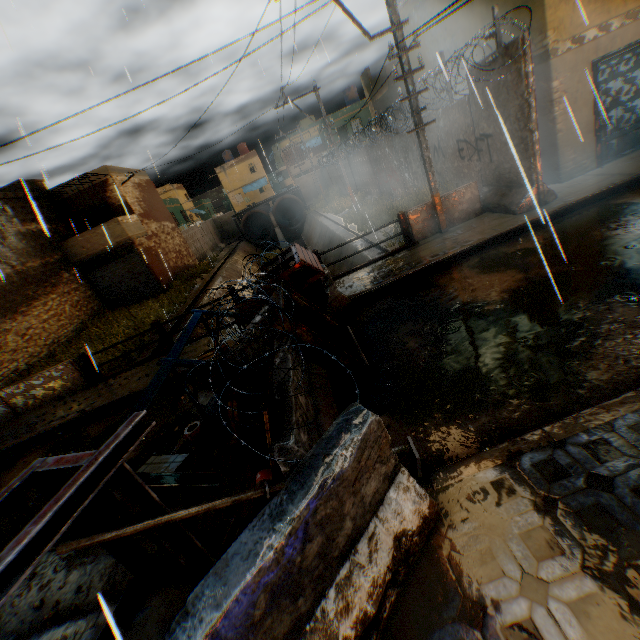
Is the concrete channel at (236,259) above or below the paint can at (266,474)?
below

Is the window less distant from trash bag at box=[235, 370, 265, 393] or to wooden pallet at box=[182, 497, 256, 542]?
trash bag at box=[235, 370, 265, 393]

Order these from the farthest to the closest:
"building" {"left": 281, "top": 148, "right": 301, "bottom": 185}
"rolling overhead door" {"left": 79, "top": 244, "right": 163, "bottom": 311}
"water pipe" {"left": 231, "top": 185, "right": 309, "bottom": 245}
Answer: "building" {"left": 281, "top": 148, "right": 301, "bottom": 185} < "water pipe" {"left": 231, "top": 185, "right": 309, "bottom": 245} < "rolling overhead door" {"left": 79, "top": 244, "right": 163, "bottom": 311}

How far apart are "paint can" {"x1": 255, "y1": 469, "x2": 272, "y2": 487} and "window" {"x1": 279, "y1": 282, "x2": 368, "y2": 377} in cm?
172

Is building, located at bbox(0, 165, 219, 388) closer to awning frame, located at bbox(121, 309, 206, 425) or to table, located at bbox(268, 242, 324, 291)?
awning frame, located at bbox(121, 309, 206, 425)

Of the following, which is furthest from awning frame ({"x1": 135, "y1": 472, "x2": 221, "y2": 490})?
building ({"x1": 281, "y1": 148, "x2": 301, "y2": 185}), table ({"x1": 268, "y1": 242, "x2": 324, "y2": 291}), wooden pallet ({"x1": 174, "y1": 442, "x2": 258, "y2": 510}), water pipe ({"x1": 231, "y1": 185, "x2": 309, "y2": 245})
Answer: building ({"x1": 281, "y1": 148, "x2": 301, "y2": 185})

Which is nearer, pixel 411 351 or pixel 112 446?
pixel 112 446

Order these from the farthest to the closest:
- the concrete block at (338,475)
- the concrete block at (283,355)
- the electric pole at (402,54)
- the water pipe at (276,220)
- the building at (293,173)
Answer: the building at (293,173) → the water pipe at (276,220) → the electric pole at (402,54) → the concrete block at (283,355) → the concrete block at (338,475)
